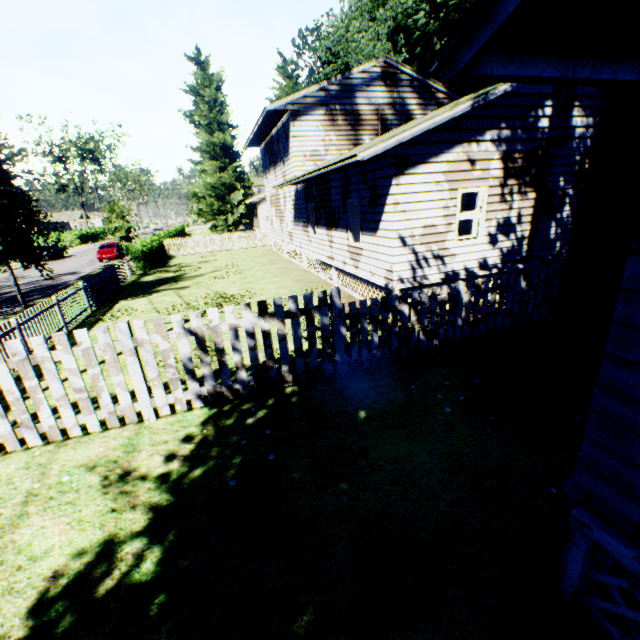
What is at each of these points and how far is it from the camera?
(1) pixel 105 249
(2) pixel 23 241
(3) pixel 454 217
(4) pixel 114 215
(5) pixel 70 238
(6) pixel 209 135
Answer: (1) car, 29.0m
(2) plant, 12.6m
(3) house, 9.3m
(4) plant, 28.6m
(5) hedge, 53.9m
(6) plant, 41.2m

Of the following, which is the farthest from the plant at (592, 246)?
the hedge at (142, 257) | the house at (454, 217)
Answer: the hedge at (142, 257)

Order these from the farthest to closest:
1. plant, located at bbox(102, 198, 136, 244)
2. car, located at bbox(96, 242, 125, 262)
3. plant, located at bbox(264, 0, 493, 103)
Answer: car, located at bbox(96, 242, 125, 262) → plant, located at bbox(102, 198, 136, 244) → plant, located at bbox(264, 0, 493, 103)

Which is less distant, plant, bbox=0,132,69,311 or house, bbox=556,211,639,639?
house, bbox=556,211,639,639

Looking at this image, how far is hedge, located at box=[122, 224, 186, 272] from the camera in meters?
22.0

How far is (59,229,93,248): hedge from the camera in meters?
50.1 m

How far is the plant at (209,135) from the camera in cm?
4000

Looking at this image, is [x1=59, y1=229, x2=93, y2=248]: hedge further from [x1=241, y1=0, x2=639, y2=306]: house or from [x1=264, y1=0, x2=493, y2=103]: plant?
[x1=264, y1=0, x2=493, y2=103]: plant
